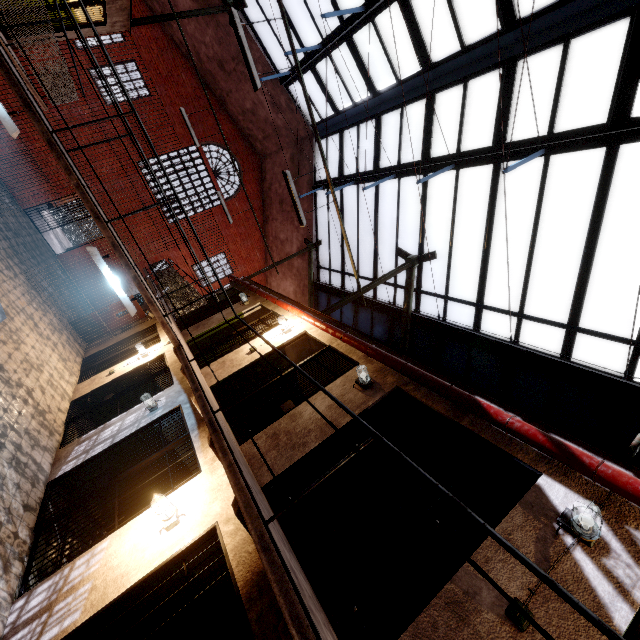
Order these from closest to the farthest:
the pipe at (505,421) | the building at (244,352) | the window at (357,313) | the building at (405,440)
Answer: the pipe at (505,421)
the building at (405,440)
the building at (244,352)
the window at (357,313)

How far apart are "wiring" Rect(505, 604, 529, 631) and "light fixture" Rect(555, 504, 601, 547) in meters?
0.7 m

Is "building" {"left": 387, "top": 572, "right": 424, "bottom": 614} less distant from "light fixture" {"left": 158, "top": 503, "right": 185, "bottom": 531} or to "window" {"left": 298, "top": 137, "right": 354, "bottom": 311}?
"light fixture" {"left": 158, "top": 503, "right": 185, "bottom": 531}

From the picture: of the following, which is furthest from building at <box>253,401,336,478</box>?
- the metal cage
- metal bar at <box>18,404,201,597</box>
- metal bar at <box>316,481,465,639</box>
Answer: the metal cage

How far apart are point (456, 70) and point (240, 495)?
9.49m

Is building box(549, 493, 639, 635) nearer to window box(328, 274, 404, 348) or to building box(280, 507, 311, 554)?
building box(280, 507, 311, 554)

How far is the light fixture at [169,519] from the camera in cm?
395

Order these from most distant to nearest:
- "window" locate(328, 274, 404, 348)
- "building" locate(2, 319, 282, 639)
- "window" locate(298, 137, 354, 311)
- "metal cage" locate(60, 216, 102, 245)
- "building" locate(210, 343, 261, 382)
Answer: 1. "metal cage" locate(60, 216, 102, 245)
2. "window" locate(298, 137, 354, 311)
3. "window" locate(328, 274, 404, 348)
4. "building" locate(210, 343, 261, 382)
5. "building" locate(2, 319, 282, 639)
